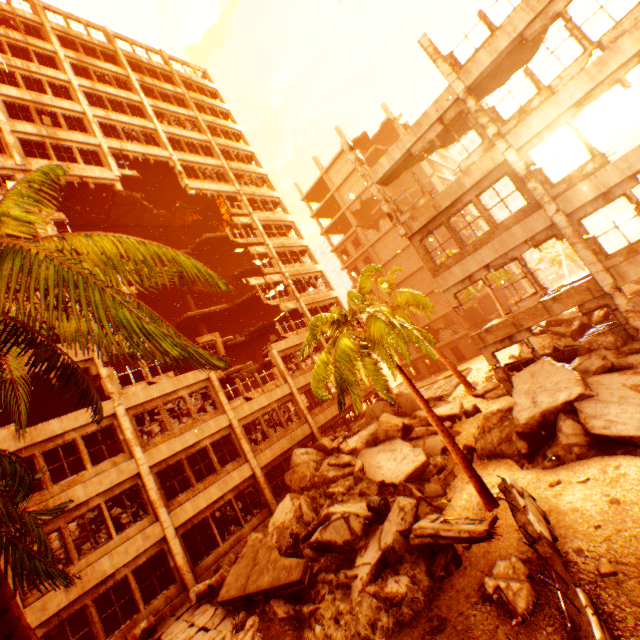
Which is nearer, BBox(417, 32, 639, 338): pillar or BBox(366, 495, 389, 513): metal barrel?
BBox(417, 32, 639, 338): pillar

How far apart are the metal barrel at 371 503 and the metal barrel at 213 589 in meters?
6.6

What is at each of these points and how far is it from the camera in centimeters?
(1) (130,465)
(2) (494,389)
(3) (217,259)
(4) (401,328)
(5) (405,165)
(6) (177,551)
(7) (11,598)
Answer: (1) wall corner piece, 1470cm
(2) rock pile, 1811cm
(3) floor rubble, 3222cm
(4) rubble, 1171cm
(5) floor rubble, 1580cm
(6) pillar, 1420cm
(7) rubble, 356cm

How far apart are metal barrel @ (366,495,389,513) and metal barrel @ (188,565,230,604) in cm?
660

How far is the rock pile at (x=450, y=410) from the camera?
16.7m

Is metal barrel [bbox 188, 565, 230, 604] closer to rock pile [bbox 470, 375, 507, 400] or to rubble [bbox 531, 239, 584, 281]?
rock pile [bbox 470, 375, 507, 400]

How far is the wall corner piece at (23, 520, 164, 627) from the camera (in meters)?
11.18

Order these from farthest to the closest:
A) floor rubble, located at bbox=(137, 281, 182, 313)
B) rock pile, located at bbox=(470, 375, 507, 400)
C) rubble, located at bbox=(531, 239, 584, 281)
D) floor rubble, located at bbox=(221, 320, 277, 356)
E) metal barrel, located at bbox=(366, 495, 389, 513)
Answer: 1. rubble, located at bbox=(531, 239, 584, 281)
2. floor rubble, located at bbox=(221, 320, 277, 356)
3. floor rubble, located at bbox=(137, 281, 182, 313)
4. rock pile, located at bbox=(470, 375, 507, 400)
5. metal barrel, located at bbox=(366, 495, 389, 513)
